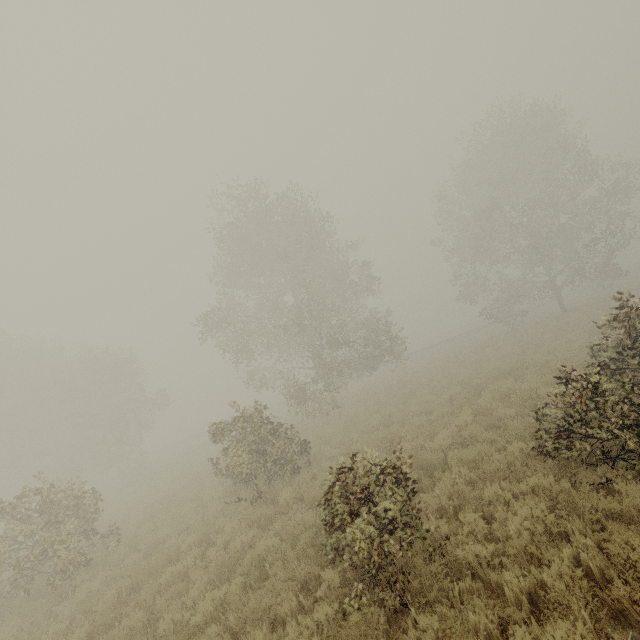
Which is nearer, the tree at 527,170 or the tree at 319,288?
the tree at 319,288

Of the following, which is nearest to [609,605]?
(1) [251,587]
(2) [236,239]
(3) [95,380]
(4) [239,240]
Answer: (1) [251,587]

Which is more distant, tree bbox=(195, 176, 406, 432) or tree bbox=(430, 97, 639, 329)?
tree bbox=(430, 97, 639, 329)

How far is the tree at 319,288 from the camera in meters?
20.5

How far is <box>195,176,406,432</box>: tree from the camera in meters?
20.5
